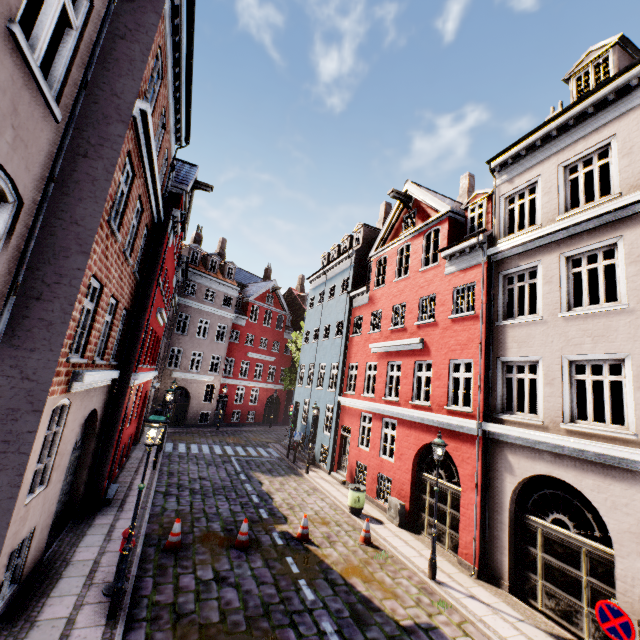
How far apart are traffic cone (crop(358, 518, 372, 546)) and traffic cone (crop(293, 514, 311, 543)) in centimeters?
157cm

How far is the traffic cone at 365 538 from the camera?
10.8m

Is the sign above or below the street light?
below

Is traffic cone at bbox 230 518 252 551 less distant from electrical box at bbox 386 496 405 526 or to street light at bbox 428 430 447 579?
street light at bbox 428 430 447 579

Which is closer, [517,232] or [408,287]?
[517,232]

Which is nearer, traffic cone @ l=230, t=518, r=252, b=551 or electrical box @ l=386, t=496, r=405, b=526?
traffic cone @ l=230, t=518, r=252, b=551

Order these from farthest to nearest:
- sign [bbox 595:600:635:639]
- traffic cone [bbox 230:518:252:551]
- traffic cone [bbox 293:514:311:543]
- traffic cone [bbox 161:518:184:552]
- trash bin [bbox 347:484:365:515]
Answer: trash bin [bbox 347:484:365:515] < traffic cone [bbox 293:514:311:543] < traffic cone [bbox 230:518:252:551] < traffic cone [bbox 161:518:184:552] < sign [bbox 595:600:635:639]

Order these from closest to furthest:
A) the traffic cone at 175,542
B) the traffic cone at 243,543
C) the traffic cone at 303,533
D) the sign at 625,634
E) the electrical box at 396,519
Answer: the sign at 625,634 < the traffic cone at 175,542 < the traffic cone at 243,543 < the traffic cone at 303,533 < the electrical box at 396,519
